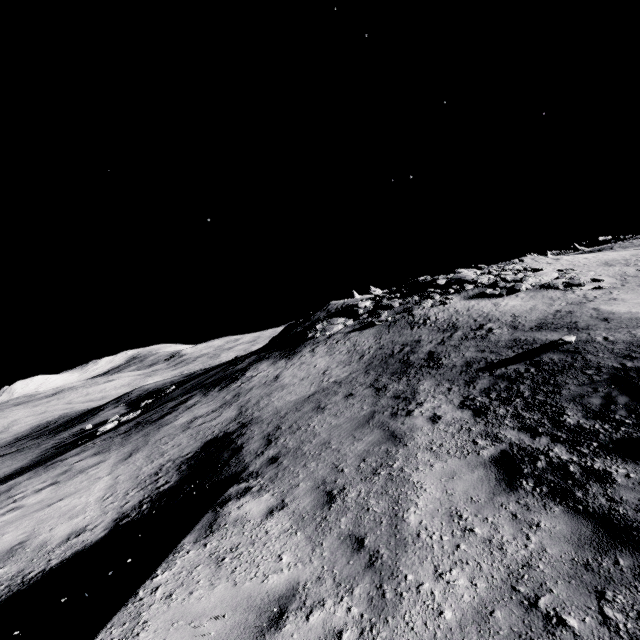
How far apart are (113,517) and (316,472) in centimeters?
581cm
